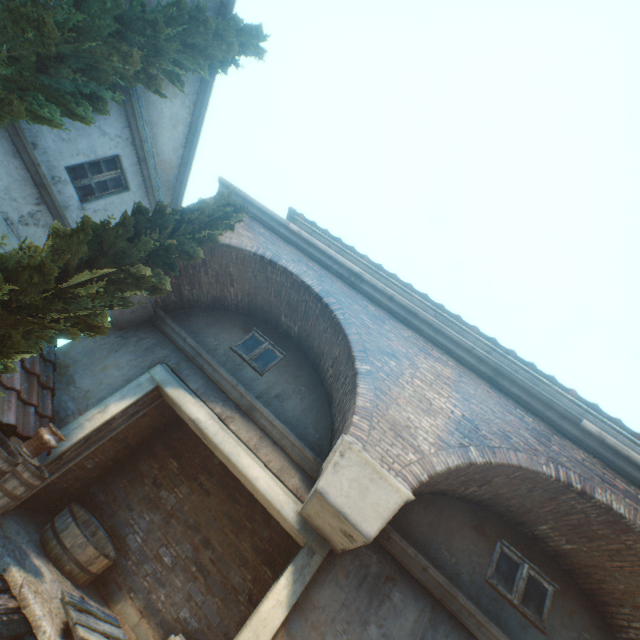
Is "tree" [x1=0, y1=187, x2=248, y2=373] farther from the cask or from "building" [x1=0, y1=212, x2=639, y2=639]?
the cask

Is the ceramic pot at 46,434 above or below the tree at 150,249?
below

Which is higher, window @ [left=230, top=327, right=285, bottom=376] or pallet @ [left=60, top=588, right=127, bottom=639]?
window @ [left=230, top=327, right=285, bottom=376]

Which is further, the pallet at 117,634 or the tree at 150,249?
the pallet at 117,634

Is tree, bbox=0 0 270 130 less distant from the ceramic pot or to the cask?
the ceramic pot

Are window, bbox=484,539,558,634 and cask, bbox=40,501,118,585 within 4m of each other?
no

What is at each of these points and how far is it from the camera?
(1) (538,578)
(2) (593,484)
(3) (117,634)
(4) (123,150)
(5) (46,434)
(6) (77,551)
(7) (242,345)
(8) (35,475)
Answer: (1) window, 5.3 meters
(2) building, 4.4 meters
(3) pallet, 5.2 meters
(4) building, 8.5 meters
(5) ceramic pot, 4.6 meters
(6) cask, 5.5 meters
(7) window, 7.2 meters
(8) barrel, 4.5 meters

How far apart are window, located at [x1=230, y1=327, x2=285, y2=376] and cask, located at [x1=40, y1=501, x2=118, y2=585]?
4.0m
